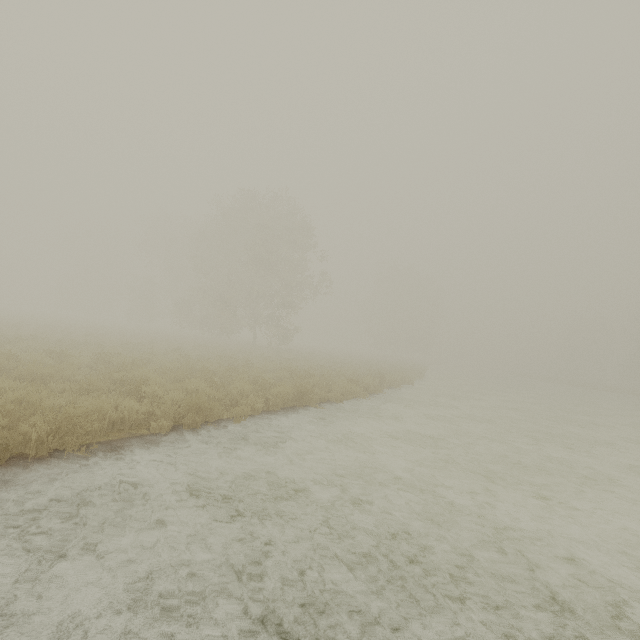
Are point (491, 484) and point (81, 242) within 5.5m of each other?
no
